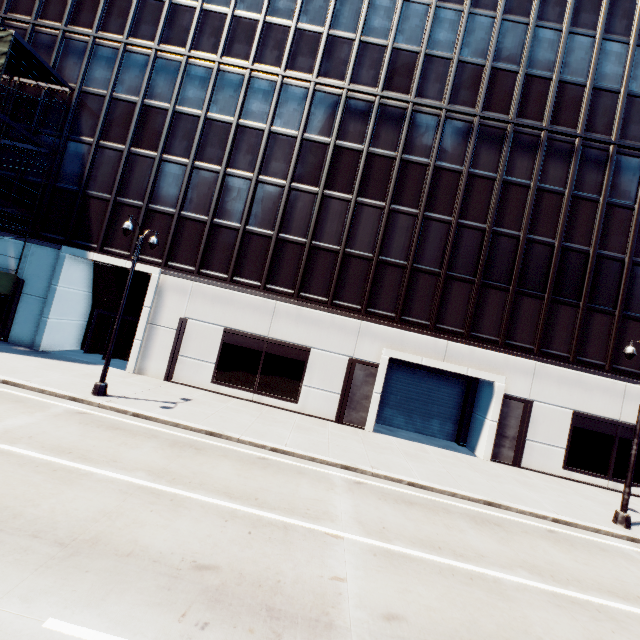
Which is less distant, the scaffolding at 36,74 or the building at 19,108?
the scaffolding at 36,74

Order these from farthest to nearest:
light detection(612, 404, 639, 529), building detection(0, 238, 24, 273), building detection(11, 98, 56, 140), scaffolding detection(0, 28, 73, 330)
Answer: building detection(11, 98, 56, 140) → building detection(0, 238, 24, 273) → scaffolding detection(0, 28, 73, 330) → light detection(612, 404, 639, 529)

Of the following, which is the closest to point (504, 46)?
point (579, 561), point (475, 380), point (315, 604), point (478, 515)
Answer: point (475, 380)

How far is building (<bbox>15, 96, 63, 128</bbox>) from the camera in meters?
19.5 m

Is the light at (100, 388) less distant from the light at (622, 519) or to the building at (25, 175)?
the building at (25, 175)

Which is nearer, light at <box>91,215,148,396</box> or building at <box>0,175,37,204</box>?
light at <box>91,215,148,396</box>

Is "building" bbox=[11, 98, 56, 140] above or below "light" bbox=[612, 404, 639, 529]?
above
